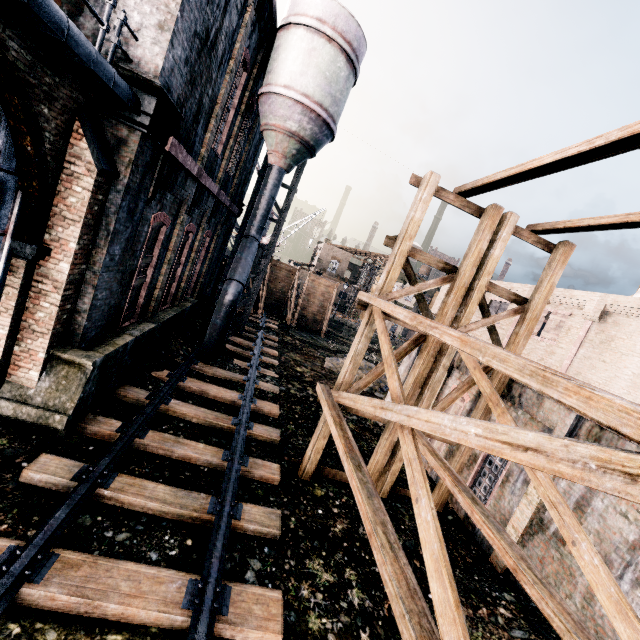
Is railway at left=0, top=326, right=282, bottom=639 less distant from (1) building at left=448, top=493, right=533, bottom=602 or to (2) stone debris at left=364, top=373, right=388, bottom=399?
(1) building at left=448, top=493, right=533, bottom=602

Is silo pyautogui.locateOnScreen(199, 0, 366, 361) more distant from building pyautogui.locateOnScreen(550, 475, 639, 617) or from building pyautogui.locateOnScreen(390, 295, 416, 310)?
building pyautogui.locateOnScreen(390, 295, 416, 310)

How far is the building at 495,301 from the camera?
21.6 meters

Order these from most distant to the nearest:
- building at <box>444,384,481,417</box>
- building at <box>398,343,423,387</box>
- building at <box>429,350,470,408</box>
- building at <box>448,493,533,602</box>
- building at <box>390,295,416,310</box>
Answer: building at <box>390,295,416,310</box>
building at <box>398,343,423,387</box>
building at <box>429,350,470,408</box>
building at <box>444,384,481,417</box>
building at <box>448,493,533,602</box>

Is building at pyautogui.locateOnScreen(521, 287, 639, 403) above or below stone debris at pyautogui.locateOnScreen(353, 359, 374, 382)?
above

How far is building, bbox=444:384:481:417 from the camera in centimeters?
1231cm

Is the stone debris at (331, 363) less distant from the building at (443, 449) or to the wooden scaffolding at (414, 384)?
the building at (443, 449)

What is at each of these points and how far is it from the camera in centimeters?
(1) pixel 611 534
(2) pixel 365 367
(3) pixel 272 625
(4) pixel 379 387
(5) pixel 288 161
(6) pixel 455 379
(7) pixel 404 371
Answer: (1) building, 710cm
(2) stone debris, 2448cm
(3) railway, 547cm
(4) stone debris, 2102cm
(5) silo, 1633cm
(6) building, 1384cm
(7) building, 1800cm
